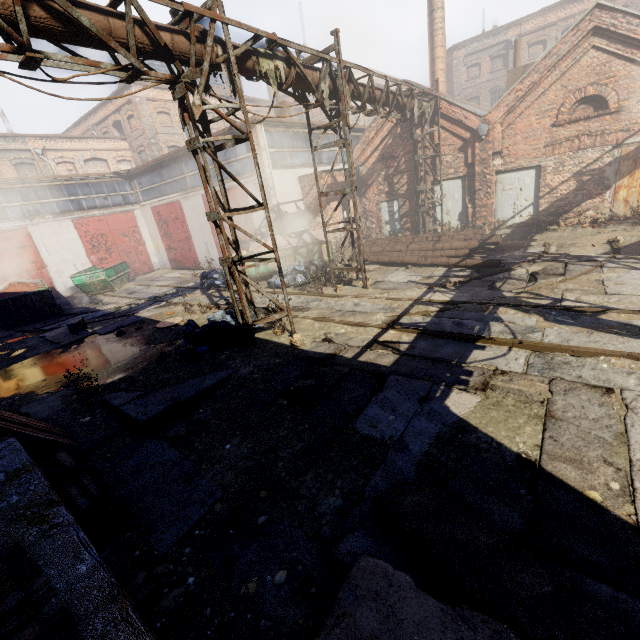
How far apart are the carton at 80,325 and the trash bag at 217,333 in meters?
5.7

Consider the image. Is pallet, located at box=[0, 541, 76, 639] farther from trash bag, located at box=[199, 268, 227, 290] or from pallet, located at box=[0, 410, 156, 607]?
trash bag, located at box=[199, 268, 227, 290]

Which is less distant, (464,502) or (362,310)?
(464,502)

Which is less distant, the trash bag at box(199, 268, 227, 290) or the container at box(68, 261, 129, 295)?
the trash bag at box(199, 268, 227, 290)

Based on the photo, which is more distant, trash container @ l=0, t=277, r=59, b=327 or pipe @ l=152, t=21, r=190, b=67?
trash container @ l=0, t=277, r=59, b=327

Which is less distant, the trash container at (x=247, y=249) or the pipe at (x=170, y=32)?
the pipe at (x=170, y=32)

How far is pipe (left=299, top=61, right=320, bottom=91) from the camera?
8.0 meters

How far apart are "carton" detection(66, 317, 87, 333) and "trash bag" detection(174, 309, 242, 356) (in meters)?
5.69
